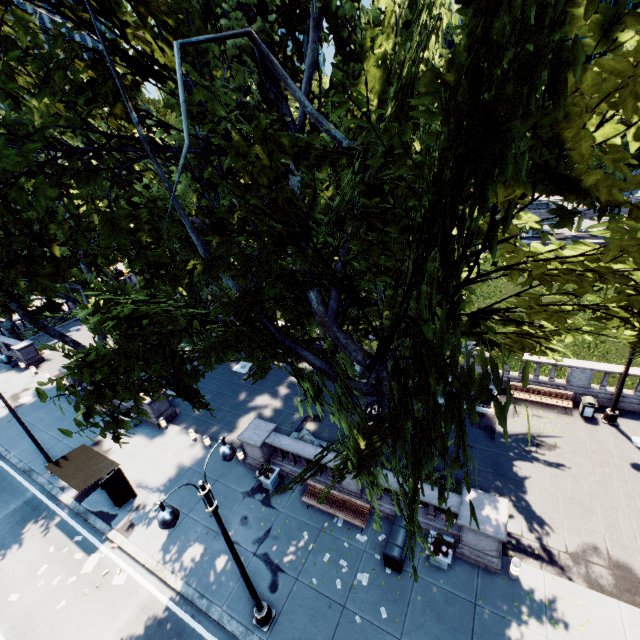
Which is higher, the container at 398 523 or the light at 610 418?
the container at 398 523

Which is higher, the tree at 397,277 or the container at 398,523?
the tree at 397,277

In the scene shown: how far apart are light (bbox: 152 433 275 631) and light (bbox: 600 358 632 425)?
16.0m

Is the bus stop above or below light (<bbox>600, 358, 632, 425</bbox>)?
above

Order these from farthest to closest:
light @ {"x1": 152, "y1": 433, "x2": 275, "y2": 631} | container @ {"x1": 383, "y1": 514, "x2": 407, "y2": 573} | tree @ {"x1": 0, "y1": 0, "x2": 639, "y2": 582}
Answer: container @ {"x1": 383, "y1": 514, "x2": 407, "y2": 573} < light @ {"x1": 152, "y1": 433, "x2": 275, "y2": 631} < tree @ {"x1": 0, "y1": 0, "x2": 639, "y2": 582}

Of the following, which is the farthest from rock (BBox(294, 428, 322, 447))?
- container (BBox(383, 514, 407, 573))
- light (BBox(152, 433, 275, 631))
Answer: light (BBox(152, 433, 275, 631))

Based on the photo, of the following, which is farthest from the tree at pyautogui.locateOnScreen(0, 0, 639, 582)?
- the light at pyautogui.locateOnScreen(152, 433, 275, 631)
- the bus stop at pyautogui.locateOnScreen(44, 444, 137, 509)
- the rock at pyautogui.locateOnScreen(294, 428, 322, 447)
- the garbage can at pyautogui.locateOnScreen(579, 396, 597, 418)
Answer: the garbage can at pyautogui.locateOnScreen(579, 396, 597, 418)

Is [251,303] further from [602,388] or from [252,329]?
[602,388]
